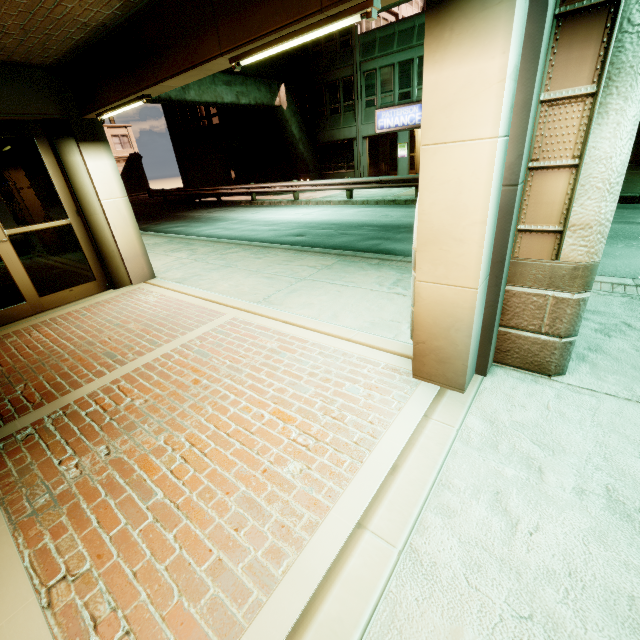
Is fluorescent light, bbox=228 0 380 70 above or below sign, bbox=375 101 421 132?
below

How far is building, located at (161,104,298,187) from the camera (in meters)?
23.55

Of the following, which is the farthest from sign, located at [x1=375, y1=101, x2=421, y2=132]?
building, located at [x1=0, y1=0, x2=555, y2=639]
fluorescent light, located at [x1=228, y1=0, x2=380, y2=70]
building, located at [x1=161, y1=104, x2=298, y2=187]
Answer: fluorescent light, located at [x1=228, y1=0, x2=380, y2=70]

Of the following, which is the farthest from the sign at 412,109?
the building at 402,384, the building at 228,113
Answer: the building at 402,384

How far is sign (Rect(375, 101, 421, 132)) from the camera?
20.8 meters

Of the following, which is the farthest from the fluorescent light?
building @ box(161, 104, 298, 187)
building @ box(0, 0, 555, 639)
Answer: building @ box(161, 104, 298, 187)

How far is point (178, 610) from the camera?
1.7m

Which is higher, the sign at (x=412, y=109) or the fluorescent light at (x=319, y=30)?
the sign at (x=412, y=109)
